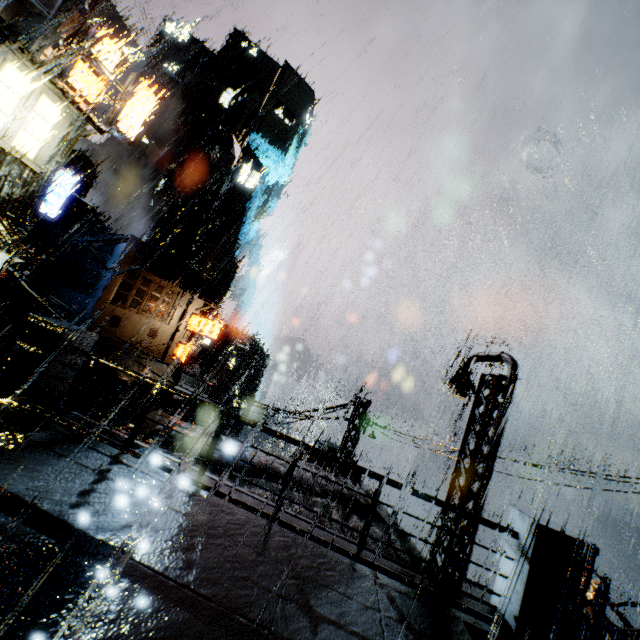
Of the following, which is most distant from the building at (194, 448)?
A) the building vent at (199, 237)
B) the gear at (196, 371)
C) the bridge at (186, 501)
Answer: the gear at (196, 371)

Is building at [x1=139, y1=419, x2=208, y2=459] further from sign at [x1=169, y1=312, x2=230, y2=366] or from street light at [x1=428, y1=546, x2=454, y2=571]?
street light at [x1=428, y1=546, x2=454, y2=571]

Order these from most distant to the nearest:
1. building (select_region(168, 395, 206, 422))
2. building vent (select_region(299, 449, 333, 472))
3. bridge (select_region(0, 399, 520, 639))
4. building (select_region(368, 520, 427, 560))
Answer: building (select_region(168, 395, 206, 422)) → building vent (select_region(299, 449, 333, 472)) → building (select_region(368, 520, 427, 560)) → bridge (select_region(0, 399, 520, 639))

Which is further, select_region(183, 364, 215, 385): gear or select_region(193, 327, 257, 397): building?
select_region(193, 327, 257, 397): building

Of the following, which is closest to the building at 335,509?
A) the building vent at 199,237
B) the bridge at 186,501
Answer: the bridge at 186,501

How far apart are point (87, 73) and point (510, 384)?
20.6m

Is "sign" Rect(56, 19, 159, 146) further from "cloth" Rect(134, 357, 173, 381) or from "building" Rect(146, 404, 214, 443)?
"cloth" Rect(134, 357, 173, 381)

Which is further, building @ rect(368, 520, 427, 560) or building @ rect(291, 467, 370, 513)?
building @ rect(291, 467, 370, 513)
